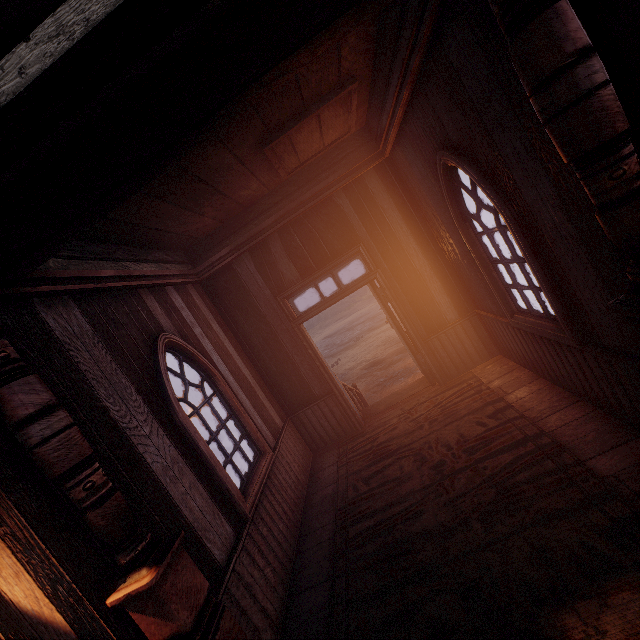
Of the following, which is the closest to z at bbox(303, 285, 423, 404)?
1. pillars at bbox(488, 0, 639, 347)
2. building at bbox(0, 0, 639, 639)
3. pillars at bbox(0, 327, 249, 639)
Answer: building at bbox(0, 0, 639, 639)

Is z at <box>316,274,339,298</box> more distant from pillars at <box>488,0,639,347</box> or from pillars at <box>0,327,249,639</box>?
pillars at <box>0,327,249,639</box>

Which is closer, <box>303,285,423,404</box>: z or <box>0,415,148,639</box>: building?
<box>0,415,148,639</box>: building

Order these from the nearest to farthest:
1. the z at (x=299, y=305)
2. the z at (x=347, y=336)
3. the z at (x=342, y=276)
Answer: the z at (x=347, y=336) < the z at (x=342, y=276) < the z at (x=299, y=305)

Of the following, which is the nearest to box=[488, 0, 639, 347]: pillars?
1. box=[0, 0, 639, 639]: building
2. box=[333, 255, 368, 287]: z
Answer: box=[0, 0, 639, 639]: building

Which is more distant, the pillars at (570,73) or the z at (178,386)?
the z at (178,386)

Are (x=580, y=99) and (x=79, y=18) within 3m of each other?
yes

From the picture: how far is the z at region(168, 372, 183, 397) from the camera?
28.7m
